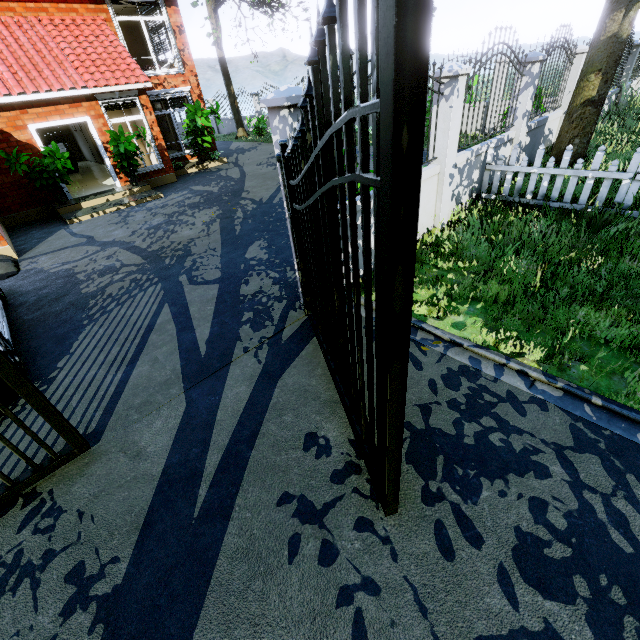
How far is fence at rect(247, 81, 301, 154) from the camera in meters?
3.1

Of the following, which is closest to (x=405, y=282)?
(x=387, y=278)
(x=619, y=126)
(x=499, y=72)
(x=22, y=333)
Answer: (x=387, y=278)

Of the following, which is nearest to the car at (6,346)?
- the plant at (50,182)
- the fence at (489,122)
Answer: the fence at (489,122)

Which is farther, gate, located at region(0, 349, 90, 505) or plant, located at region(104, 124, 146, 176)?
plant, located at region(104, 124, 146, 176)

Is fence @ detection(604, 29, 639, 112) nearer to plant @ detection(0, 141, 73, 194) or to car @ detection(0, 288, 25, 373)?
car @ detection(0, 288, 25, 373)

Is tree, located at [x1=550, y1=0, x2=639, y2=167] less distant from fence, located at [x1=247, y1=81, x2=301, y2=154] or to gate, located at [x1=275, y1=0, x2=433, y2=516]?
fence, located at [x1=247, y1=81, x2=301, y2=154]

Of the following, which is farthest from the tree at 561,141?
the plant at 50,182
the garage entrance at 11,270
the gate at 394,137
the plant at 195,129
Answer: the garage entrance at 11,270

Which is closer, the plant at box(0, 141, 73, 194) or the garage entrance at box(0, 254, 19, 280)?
the garage entrance at box(0, 254, 19, 280)
